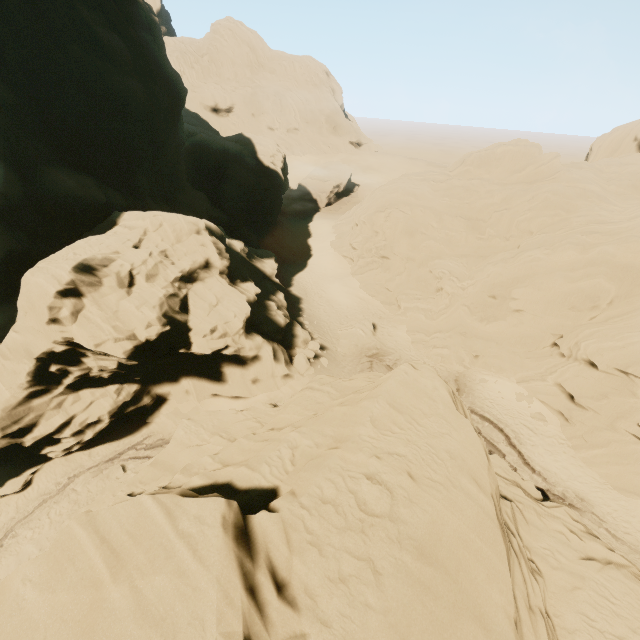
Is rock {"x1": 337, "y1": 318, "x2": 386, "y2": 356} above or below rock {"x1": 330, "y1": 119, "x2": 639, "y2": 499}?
below

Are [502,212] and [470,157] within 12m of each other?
yes

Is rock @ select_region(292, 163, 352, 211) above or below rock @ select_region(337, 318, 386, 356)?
above

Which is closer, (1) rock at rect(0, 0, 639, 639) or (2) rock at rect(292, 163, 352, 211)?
(1) rock at rect(0, 0, 639, 639)

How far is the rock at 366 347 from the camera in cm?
2875

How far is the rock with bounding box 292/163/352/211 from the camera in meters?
56.8

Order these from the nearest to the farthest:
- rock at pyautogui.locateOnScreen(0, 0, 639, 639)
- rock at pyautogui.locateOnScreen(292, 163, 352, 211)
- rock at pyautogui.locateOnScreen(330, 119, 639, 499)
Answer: rock at pyautogui.locateOnScreen(0, 0, 639, 639) < rock at pyautogui.locateOnScreen(330, 119, 639, 499) < rock at pyautogui.locateOnScreen(292, 163, 352, 211)

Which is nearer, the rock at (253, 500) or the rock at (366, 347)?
the rock at (253, 500)
